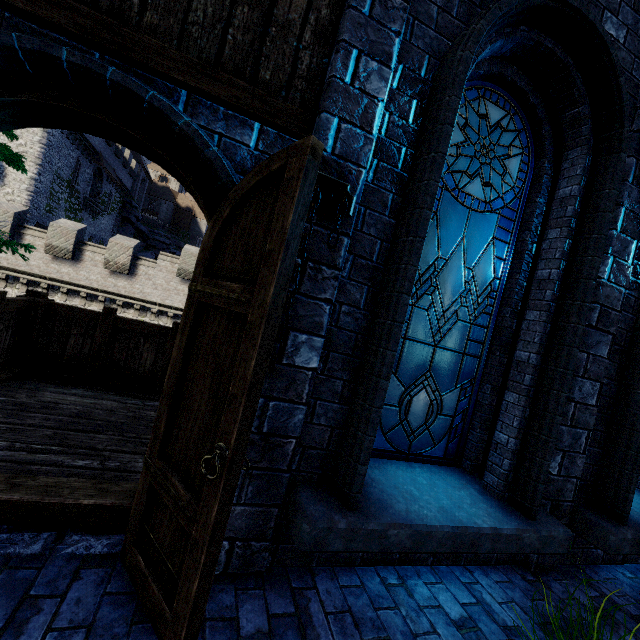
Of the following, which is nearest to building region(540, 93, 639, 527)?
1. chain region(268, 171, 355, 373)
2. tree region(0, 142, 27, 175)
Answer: chain region(268, 171, 355, 373)

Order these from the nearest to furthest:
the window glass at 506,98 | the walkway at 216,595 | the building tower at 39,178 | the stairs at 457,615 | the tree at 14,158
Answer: the walkway at 216,595, the stairs at 457,615, the window glass at 506,98, the tree at 14,158, the building tower at 39,178

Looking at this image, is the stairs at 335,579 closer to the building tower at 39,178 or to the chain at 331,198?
the chain at 331,198

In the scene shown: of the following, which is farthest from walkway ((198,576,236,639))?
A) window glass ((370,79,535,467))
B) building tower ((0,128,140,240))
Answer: building tower ((0,128,140,240))

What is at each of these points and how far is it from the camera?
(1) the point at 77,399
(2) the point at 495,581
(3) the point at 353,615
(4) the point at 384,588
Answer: (1) walkway, 4.3 meters
(2) walkway, 2.8 meters
(3) stairs, 2.1 meters
(4) walkway, 2.4 meters

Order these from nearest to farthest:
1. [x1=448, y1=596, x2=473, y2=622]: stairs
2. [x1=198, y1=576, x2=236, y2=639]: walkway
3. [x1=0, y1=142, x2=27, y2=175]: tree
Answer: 1. [x1=198, y1=576, x2=236, y2=639]: walkway
2. [x1=448, y1=596, x2=473, y2=622]: stairs
3. [x1=0, y1=142, x2=27, y2=175]: tree

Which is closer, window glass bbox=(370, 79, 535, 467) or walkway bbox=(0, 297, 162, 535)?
walkway bbox=(0, 297, 162, 535)

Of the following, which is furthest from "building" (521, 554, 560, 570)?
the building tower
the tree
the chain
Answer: the building tower
